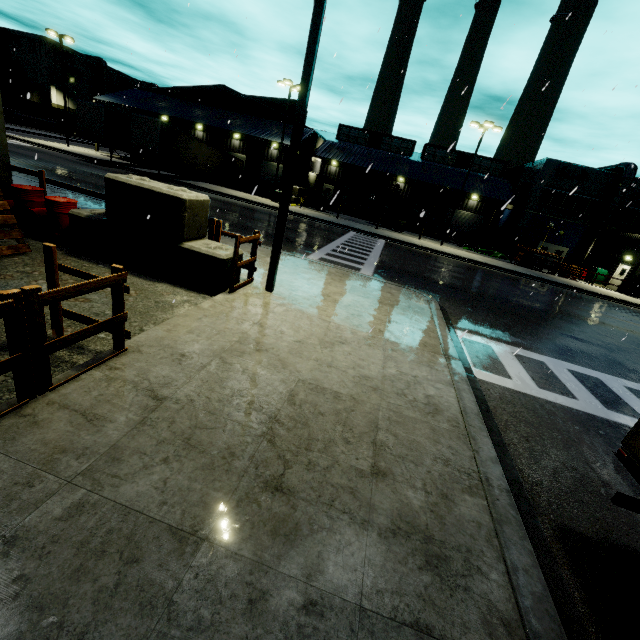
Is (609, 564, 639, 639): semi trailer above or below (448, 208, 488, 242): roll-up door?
below

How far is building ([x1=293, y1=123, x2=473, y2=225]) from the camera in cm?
3747

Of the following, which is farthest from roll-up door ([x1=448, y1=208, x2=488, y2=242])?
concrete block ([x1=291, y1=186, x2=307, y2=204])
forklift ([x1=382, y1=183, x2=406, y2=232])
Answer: forklift ([x1=382, y1=183, x2=406, y2=232])

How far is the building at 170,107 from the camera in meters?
34.5

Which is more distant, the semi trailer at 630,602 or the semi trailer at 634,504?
the semi trailer at 634,504

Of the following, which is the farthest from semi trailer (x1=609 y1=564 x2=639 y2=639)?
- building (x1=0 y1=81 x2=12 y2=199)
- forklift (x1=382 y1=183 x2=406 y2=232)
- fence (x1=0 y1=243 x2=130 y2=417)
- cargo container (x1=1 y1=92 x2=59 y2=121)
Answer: forklift (x1=382 y1=183 x2=406 y2=232)

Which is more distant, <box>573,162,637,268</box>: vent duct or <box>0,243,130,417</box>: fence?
<box>573,162,637,268</box>: vent duct

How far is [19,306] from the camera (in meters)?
2.91
